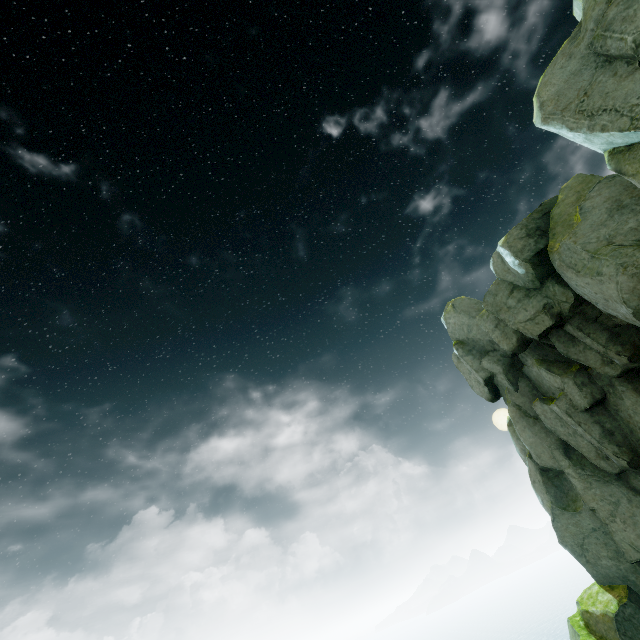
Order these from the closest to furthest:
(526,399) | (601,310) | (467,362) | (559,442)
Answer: (601,310) → (559,442) → (526,399) → (467,362)
